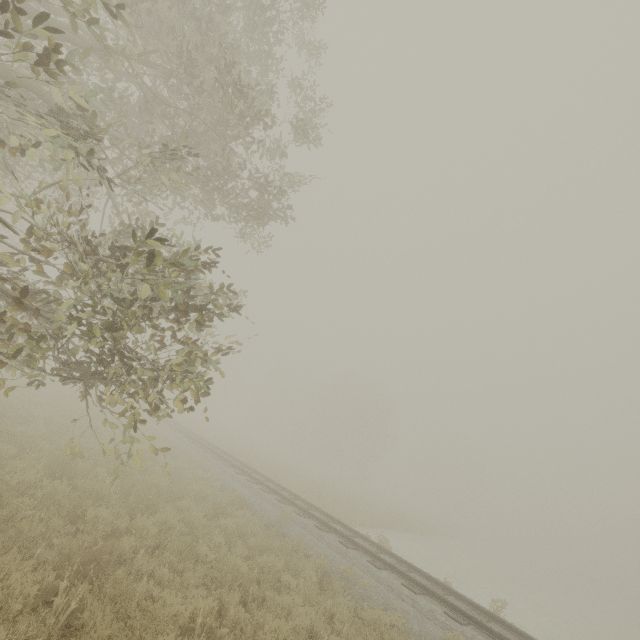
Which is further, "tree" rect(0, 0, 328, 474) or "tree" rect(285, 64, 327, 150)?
"tree" rect(285, 64, 327, 150)

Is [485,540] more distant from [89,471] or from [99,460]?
[89,471]

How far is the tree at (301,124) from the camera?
8.81m

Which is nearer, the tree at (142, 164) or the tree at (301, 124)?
the tree at (142, 164)

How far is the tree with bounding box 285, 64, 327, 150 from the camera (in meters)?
8.81
